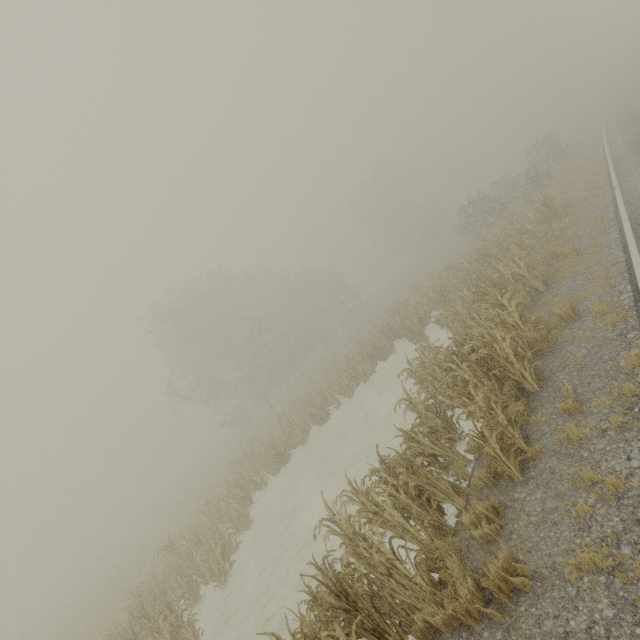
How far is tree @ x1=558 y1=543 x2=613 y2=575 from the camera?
3.7m

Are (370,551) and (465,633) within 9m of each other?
yes

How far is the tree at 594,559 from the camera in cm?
373
